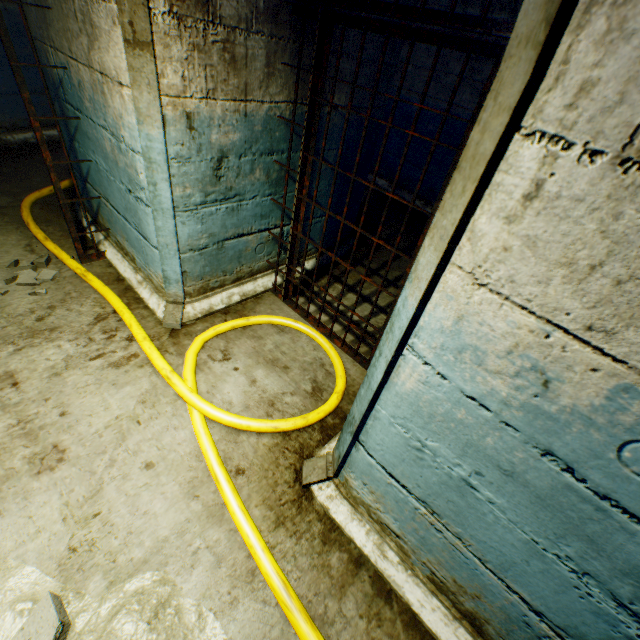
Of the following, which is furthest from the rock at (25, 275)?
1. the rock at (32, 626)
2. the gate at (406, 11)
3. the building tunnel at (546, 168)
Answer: the rock at (32, 626)

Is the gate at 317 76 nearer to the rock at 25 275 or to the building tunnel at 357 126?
the building tunnel at 357 126

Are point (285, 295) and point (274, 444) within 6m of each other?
yes

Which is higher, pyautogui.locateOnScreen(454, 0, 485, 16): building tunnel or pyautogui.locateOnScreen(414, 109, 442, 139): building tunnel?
pyautogui.locateOnScreen(454, 0, 485, 16): building tunnel

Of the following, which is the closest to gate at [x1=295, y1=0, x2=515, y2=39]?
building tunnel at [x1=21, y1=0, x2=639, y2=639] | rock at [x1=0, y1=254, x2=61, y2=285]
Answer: building tunnel at [x1=21, y1=0, x2=639, y2=639]

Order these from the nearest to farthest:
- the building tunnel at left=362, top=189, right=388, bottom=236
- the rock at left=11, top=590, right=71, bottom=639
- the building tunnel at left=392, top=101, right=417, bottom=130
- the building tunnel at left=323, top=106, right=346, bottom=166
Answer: the rock at left=11, top=590, right=71, bottom=639 < the building tunnel at left=323, top=106, right=346, bottom=166 < the building tunnel at left=362, top=189, right=388, bottom=236 < the building tunnel at left=392, top=101, right=417, bottom=130

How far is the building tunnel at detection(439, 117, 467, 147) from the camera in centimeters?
487cm
